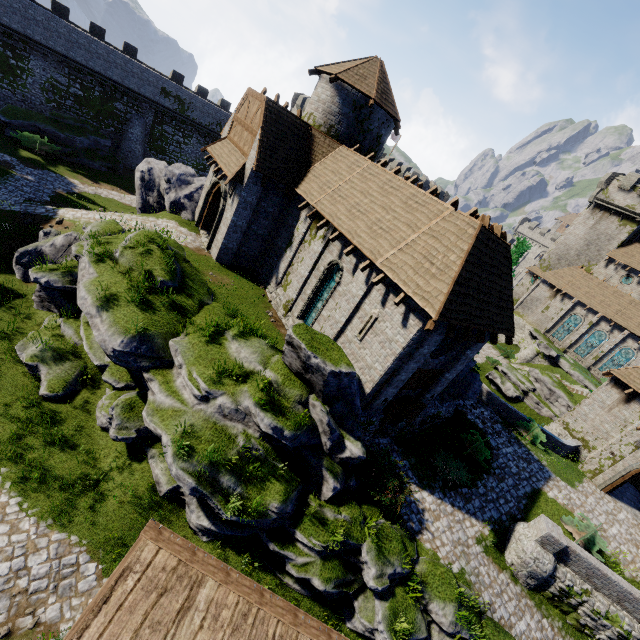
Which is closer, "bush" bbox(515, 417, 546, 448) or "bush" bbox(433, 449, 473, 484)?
"bush" bbox(433, 449, 473, 484)

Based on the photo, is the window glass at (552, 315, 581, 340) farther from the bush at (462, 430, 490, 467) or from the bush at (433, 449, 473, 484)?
the bush at (433, 449, 473, 484)

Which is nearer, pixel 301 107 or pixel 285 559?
pixel 285 559

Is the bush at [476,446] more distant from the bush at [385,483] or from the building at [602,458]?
the building at [602,458]

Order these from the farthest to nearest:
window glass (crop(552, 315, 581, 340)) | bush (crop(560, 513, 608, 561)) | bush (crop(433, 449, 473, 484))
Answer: window glass (crop(552, 315, 581, 340)) → bush (crop(433, 449, 473, 484)) → bush (crop(560, 513, 608, 561))

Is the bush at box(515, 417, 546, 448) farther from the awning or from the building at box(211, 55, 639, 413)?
the awning

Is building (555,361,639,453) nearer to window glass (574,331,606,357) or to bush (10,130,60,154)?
window glass (574,331,606,357)

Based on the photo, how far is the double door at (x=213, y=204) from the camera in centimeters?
1906cm
